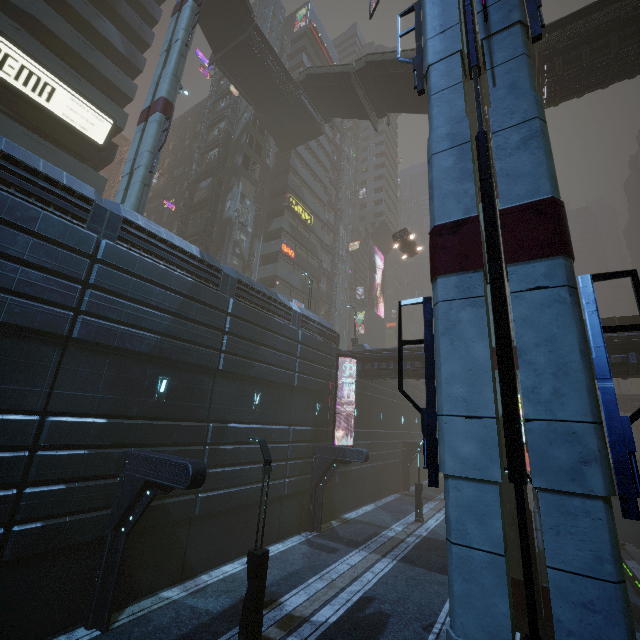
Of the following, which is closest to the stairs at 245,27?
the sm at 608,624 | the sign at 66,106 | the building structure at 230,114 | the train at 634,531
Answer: the building structure at 230,114

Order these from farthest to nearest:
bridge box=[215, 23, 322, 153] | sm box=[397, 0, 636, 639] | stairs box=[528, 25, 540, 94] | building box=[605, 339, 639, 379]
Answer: bridge box=[215, 23, 322, 153] < stairs box=[528, 25, 540, 94] < building box=[605, 339, 639, 379] < sm box=[397, 0, 636, 639]

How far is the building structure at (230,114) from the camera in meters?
31.8 m

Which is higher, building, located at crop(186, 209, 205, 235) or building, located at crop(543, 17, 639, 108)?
building, located at crop(543, 17, 639, 108)

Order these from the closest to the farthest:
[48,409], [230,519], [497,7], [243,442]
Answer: [497,7] < [48,409] < [230,519] < [243,442]

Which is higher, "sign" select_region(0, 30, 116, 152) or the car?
"sign" select_region(0, 30, 116, 152)

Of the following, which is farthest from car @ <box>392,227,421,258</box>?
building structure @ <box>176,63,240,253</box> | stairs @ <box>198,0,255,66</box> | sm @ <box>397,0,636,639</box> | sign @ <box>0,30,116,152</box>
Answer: stairs @ <box>198,0,255,66</box>

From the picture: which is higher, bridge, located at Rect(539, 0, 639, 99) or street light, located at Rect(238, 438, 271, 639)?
bridge, located at Rect(539, 0, 639, 99)
